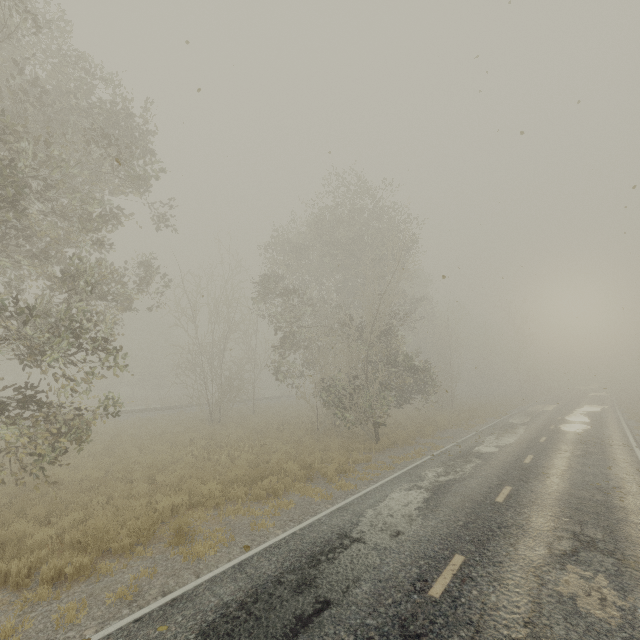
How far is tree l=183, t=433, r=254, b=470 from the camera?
13.76m

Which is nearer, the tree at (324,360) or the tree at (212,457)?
the tree at (324,360)

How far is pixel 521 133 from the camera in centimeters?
520cm

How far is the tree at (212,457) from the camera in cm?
1376

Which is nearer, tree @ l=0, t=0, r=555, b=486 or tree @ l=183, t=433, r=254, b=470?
tree @ l=0, t=0, r=555, b=486

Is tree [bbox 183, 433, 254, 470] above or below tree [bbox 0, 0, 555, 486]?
below
